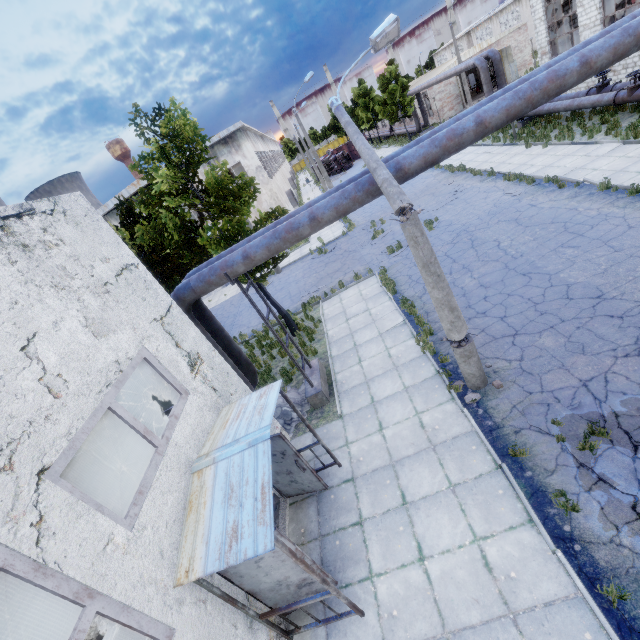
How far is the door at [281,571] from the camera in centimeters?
517cm

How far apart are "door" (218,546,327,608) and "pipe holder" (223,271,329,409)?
4.64m

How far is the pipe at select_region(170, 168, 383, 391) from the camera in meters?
7.4

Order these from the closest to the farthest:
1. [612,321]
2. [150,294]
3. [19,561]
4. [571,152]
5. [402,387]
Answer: [19,561], [150,294], [612,321], [402,387], [571,152]

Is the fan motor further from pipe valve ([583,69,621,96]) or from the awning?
pipe valve ([583,69,621,96])

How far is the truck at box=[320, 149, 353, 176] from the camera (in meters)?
49.84

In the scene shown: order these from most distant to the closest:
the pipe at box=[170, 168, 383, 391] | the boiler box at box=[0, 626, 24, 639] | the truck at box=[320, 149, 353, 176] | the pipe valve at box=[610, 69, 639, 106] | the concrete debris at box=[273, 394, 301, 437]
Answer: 1. the truck at box=[320, 149, 353, 176]
2. the pipe valve at box=[610, 69, 639, 106]
3. the concrete debris at box=[273, 394, 301, 437]
4. the boiler box at box=[0, 626, 24, 639]
5. the pipe at box=[170, 168, 383, 391]

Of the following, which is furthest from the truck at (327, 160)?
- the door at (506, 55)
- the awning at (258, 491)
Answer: the awning at (258, 491)
